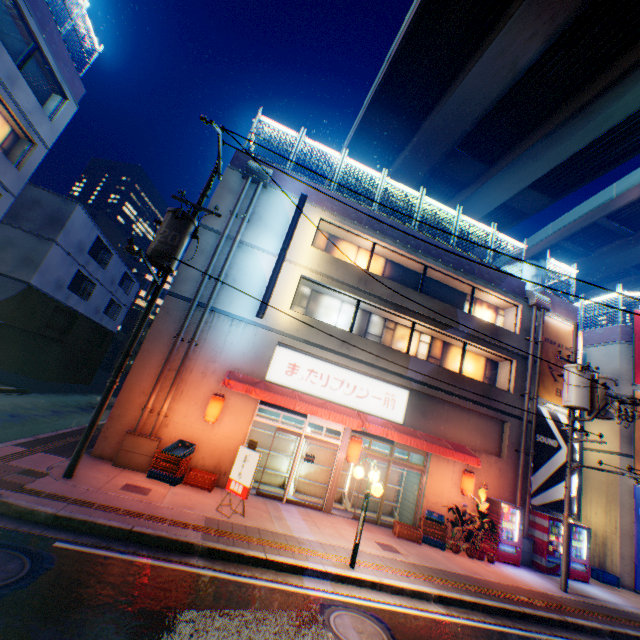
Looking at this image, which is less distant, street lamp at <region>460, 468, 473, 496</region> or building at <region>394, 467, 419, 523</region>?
street lamp at <region>460, 468, 473, 496</region>

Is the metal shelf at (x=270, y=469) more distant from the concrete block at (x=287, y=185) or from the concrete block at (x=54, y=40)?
the concrete block at (x=54, y=40)

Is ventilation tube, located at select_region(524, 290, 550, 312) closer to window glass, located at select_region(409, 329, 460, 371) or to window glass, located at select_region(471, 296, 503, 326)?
window glass, located at select_region(471, 296, 503, 326)

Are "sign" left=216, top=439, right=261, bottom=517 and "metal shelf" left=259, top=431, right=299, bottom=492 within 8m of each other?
yes

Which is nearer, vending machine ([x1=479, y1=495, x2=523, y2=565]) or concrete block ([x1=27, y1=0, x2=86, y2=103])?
vending machine ([x1=479, y1=495, x2=523, y2=565])

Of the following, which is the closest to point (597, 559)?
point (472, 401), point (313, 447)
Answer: point (472, 401)

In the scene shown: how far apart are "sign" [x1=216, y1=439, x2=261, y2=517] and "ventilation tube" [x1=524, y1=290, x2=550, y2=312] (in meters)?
14.97

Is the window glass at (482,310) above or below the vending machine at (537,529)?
above
